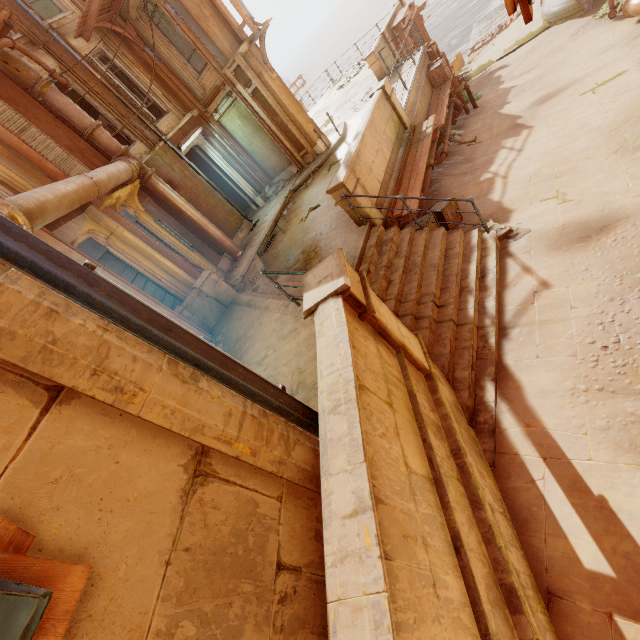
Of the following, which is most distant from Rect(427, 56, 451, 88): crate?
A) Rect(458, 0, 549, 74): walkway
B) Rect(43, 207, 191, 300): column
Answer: Rect(43, 207, 191, 300): column

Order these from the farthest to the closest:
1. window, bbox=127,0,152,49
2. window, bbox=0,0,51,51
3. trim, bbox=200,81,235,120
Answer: trim, bbox=200,81,235,120, window, bbox=127,0,152,49, window, bbox=0,0,51,51

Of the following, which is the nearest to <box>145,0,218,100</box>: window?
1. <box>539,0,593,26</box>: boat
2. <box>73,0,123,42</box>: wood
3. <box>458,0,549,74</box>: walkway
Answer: <box>73,0,123,42</box>: wood

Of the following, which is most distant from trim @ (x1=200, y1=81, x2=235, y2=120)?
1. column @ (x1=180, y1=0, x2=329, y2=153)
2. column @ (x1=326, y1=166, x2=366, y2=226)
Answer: column @ (x1=326, y1=166, x2=366, y2=226)

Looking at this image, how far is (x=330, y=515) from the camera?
1.8m

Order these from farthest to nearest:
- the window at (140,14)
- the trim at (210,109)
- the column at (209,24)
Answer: the trim at (210,109)
the window at (140,14)
the column at (209,24)

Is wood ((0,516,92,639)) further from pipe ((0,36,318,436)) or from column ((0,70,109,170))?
column ((0,70,109,170))

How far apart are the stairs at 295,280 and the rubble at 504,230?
2.4m
